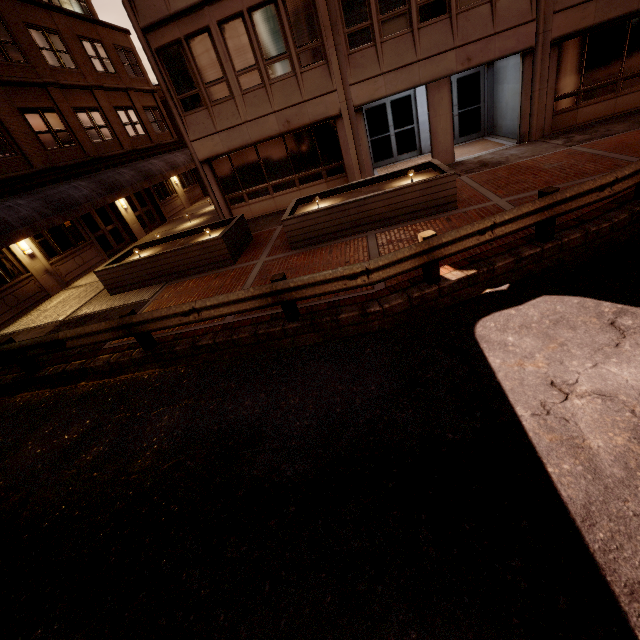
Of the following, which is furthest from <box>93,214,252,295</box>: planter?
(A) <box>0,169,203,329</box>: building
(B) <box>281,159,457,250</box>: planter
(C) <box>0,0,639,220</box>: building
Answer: (A) <box>0,169,203,329</box>: building

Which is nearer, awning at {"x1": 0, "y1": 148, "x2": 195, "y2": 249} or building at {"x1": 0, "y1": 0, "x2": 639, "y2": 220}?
building at {"x1": 0, "y1": 0, "x2": 639, "y2": 220}

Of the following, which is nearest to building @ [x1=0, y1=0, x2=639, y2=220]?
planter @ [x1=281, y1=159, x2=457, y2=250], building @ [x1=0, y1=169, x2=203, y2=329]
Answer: planter @ [x1=281, y1=159, x2=457, y2=250]

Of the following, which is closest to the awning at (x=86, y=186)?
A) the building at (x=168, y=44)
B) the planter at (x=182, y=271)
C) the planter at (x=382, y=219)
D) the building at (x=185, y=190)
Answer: the building at (x=185, y=190)

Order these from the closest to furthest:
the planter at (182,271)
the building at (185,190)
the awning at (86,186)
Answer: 1. the planter at (182,271)
2. the awning at (86,186)
3. the building at (185,190)

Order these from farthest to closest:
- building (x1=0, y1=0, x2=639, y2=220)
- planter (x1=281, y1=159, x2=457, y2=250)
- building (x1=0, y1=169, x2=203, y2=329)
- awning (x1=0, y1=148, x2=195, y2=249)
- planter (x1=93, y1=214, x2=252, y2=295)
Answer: building (x1=0, y1=169, x2=203, y2=329) < awning (x1=0, y1=148, x2=195, y2=249) < building (x1=0, y1=0, x2=639, y2=220) < planter (x1=93, y1=214, x2=252, y2=295) < planter (x1=281, y1=159, x2=457, y2=250)

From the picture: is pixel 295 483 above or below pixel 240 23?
below

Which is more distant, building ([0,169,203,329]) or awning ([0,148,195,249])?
building ([0,169,203,329])
